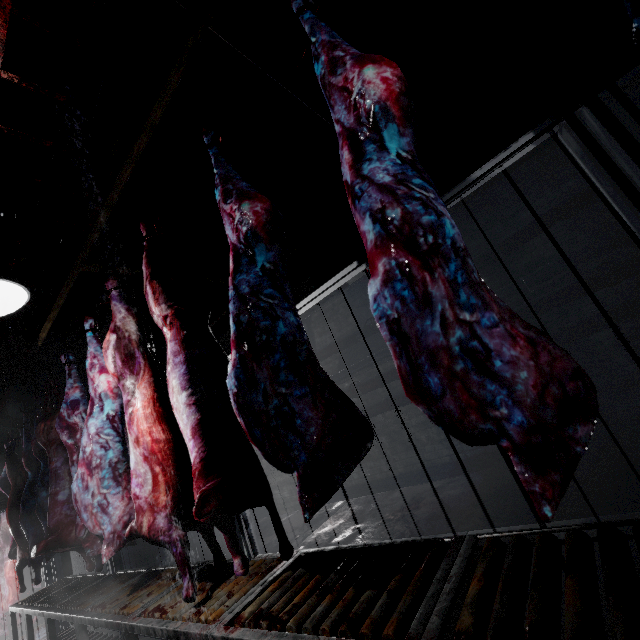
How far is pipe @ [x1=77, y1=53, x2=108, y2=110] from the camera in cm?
215

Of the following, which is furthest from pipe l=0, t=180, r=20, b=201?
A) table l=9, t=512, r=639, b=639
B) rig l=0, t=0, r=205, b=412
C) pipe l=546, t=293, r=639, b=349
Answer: table l=9, t=512, r=639, b=639

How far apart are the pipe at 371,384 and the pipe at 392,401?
0.1m

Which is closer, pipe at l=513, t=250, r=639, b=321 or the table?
the table

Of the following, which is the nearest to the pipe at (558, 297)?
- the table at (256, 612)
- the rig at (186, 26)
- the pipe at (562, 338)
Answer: the pipe at (562, 338)

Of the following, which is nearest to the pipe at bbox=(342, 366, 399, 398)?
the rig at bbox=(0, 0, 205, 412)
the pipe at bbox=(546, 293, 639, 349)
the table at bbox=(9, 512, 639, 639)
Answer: the pipe at bbox=(546, 293, 639, 349)

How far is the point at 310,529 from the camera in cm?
471

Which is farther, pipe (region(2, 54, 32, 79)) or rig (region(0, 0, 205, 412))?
pipe (region(2, 54, 32, 79))
